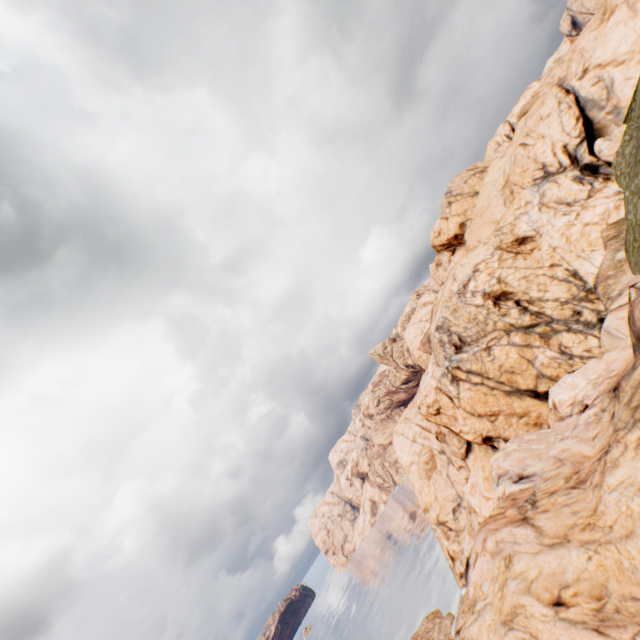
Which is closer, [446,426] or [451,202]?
[446,426]
